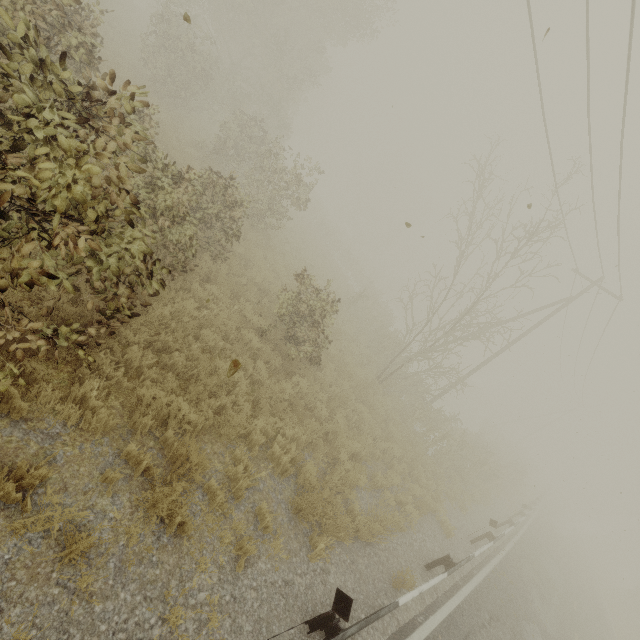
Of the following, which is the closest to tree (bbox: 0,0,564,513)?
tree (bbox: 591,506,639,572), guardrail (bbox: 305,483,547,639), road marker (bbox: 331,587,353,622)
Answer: guardrail (bbox: 305,483,547,639)

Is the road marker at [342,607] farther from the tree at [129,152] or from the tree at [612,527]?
the tree at [612,527]

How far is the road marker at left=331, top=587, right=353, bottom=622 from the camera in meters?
3.7

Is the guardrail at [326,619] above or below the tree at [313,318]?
below

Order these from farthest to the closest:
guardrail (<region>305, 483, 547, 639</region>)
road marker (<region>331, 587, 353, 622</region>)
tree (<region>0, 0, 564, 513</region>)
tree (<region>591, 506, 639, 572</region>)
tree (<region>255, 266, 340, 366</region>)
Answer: tree (<region>591, 506, 639, 572</region>) < tree (<region>255, 266, 340, 366</region>) < guardrail (<region>305, 483, 547, 639</region>) < road marker (<region>331, 587, 353, 622</region>) < tree (<region>0, 0, 564, 513</region>)

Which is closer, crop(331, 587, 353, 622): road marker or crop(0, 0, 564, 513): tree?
crop(0, 0, 564, 513): tree

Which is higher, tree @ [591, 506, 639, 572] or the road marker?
tree @ [591, 506, 639, 572]

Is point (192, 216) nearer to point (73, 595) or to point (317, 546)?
point (73, 595)
